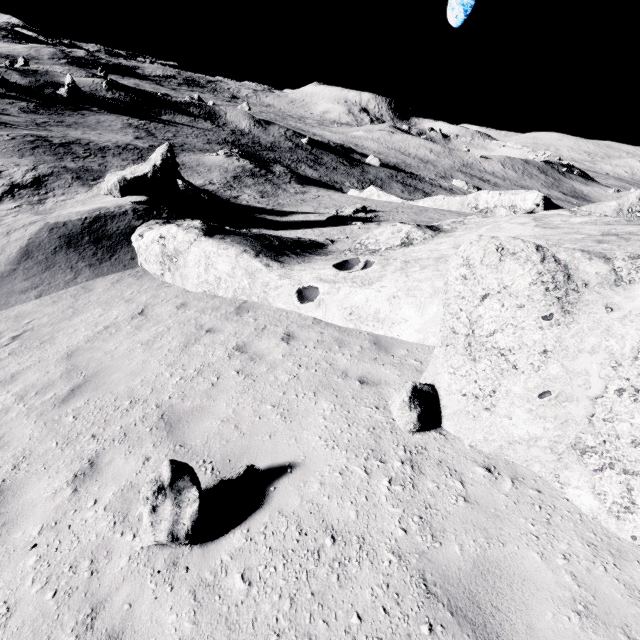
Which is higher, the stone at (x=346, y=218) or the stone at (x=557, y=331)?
the stone at (x=557, y=331)

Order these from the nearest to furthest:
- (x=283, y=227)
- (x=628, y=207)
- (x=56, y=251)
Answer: (x=56, y=251)
(x=628, y=207)
(x=283, y=227)

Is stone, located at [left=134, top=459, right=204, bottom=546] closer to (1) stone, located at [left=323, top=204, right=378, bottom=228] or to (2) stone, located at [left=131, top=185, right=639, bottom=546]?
(2) stone, located at [left=131, top=185, right=639, bottom=546]

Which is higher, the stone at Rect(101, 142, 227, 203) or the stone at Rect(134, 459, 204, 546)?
the stone at Rect(134, 459, 204, 546)

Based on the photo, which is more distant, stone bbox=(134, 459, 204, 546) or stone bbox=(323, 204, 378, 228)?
stone bbox=(323, 204, 378, 228)

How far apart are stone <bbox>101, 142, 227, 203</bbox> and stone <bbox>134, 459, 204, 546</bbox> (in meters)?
17.97

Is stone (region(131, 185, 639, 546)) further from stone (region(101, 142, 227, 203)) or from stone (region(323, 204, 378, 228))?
stone (region(323, 204, 378, 228))

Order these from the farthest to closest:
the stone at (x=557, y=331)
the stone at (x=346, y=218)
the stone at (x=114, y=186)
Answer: the stone at (x=346, y=218) < the stone at (x=114, y=186) < the stone at (x=557, y=331)
